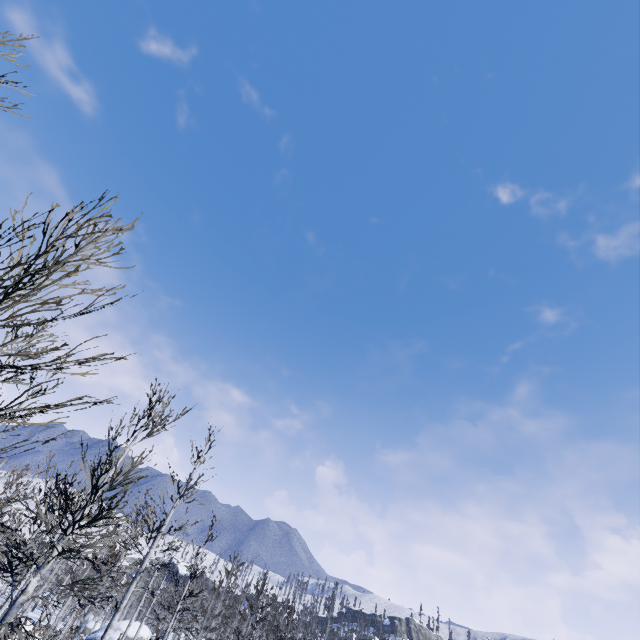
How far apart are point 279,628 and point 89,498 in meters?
13.2 m
